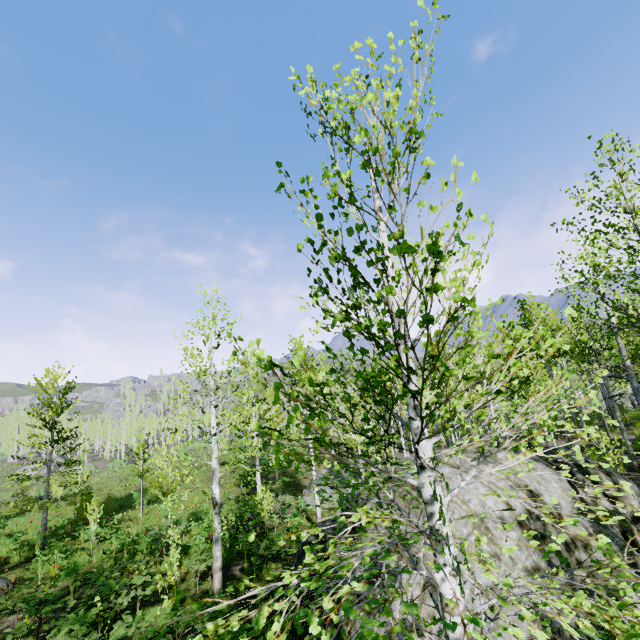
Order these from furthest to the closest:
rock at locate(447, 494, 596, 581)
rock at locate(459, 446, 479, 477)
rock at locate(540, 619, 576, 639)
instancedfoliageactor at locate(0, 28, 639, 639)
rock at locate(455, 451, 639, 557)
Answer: rock at locate(459, 446, 479, 477)
rock at locate(455, 451, 639, 557)
rock at locate(447, 494, 596, 581)
rock at locate(540, 619, 576, 639)
instancedfoliageactor at locate(0, 28, 639, 639)

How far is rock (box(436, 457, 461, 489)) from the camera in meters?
8.0

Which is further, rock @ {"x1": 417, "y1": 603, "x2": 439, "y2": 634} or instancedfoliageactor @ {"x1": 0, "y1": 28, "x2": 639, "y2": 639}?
rock @ {"x1": 417, "y1": 603, "x2": 439, "y2": 634}

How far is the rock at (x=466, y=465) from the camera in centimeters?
856cm

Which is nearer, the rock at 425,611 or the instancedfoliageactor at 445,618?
the instancedfoliageactor at 445,618

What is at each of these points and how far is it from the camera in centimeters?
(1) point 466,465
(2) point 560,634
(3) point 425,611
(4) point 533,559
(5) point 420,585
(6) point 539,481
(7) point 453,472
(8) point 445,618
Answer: (1) rock, 875cm
(2) rock, 603cm
(3) rock, 670cm
(4) rock, 677cm
(5) rock, 690cm
(6) rock, 820cm
(7) rock, 838cm
(8) instancedfoliageactor, 253cm

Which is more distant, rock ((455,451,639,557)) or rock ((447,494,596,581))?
rock ((455,451,639,557))
